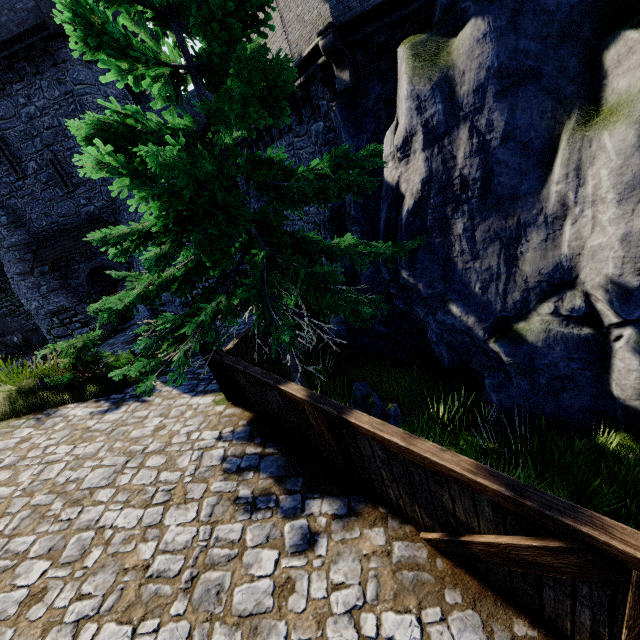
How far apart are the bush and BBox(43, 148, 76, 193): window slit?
13.1 meters

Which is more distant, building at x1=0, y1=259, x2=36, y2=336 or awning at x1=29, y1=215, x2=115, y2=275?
building at x1=0, y1=259, x2=36, y2=336

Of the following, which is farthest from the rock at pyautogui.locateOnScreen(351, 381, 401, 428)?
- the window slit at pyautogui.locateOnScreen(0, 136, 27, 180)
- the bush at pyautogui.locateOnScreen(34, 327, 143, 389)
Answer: the window slit at pyautogui.locateOnScreen(0, 136, 27, 180)

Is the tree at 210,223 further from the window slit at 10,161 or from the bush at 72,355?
the window slit at 10,161

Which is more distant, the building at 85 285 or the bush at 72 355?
the building at 85 285

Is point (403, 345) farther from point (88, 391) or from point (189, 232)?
point (88, 391)

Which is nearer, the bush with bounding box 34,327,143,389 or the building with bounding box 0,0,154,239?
the bush with bounding box 34,327,143,389

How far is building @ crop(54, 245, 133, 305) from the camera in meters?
19.2 m
